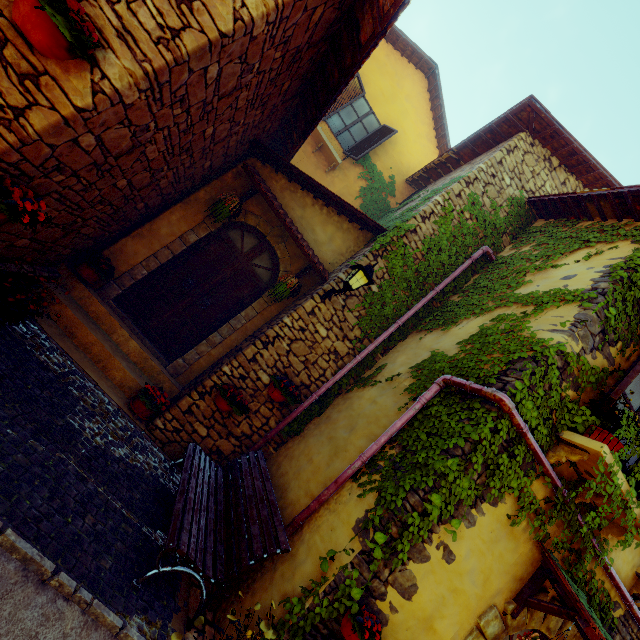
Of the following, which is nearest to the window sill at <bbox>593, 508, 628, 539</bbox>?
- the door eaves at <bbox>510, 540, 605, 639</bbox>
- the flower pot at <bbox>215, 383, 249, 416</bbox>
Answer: the door eaves at <bbox>510, 540, 605, 639</bbox>

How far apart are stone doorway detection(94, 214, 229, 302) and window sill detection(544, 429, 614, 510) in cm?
477

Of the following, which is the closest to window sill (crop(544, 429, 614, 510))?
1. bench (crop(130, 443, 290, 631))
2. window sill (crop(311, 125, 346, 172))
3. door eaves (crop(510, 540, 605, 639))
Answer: door eaves (crop(510, 540, 605, 639))

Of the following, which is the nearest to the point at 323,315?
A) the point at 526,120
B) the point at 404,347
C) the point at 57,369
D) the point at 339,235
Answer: the point at 404,347

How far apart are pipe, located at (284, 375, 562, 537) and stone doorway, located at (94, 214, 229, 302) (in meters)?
3.44

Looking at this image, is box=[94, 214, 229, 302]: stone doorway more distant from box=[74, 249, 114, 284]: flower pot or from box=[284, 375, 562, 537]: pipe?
box=[284, 375, 562, 537]: pipe

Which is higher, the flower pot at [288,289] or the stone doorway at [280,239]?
the stone doorway at [280,239]

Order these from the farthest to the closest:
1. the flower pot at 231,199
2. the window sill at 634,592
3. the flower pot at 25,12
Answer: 1. the flower pot at 231,199
2. the window sill at 634,592
3. the flower pot at 25,12
